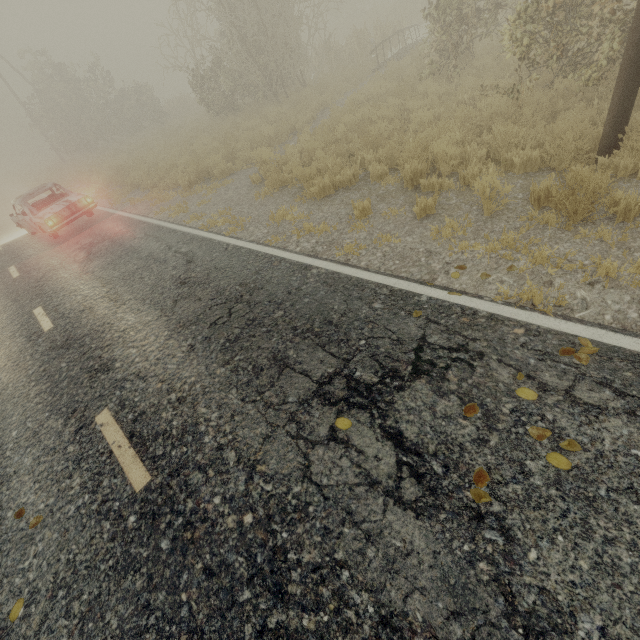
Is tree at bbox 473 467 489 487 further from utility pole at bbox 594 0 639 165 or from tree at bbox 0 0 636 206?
tree at bbox 0 0 636 206

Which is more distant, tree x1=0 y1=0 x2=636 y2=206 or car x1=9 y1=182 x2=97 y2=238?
car x1=9 y1=182 x2=97 y2=238

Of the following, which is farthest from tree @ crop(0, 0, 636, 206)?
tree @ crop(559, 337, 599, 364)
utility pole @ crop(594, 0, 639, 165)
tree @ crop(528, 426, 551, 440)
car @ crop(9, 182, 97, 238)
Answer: tree @ crop(528, 426, 551, 440)

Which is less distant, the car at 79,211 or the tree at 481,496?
the tree at 481,496

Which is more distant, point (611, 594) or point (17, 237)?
point (17, 237)

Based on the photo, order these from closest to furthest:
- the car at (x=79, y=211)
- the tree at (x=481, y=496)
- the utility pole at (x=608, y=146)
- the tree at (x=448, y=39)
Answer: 1. the tree at (x=481, y=496)
2. the utility pole at (x=608, y=146)
3. the tree at (x=448, y=39)
4. the car at (x=79, y=211)

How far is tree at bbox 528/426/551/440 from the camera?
Result: 2.45m

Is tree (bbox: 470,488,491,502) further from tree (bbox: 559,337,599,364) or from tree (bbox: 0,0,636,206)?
tree (bbox: 0,0,636,206)
